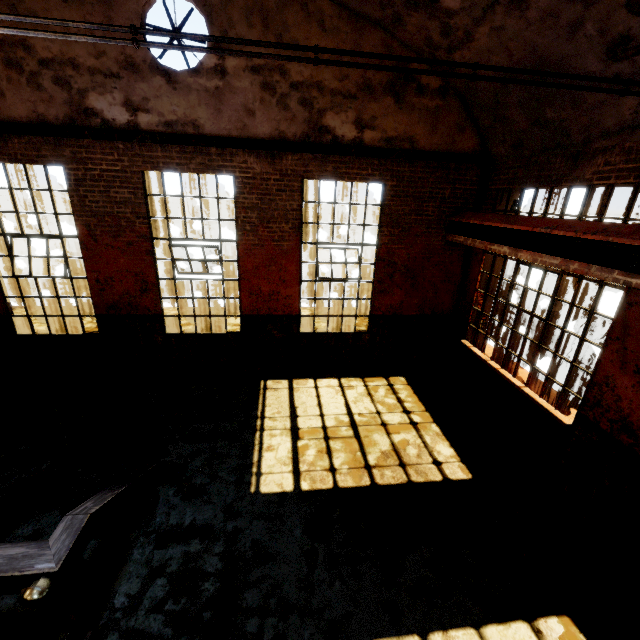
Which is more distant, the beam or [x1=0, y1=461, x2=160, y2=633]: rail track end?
the beam

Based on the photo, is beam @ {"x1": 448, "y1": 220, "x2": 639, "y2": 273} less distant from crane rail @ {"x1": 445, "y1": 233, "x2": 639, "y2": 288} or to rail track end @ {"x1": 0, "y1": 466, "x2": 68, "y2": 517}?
crane rail @ {"x1": 445, "y1": 233, "x2": 639, "y2": 288}

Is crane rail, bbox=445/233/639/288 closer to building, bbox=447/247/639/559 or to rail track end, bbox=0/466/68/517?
building, bbox=447/247/639/559

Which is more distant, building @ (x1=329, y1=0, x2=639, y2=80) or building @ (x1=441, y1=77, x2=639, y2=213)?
building @ (x1=441, y1=77, x2=639, y2=213)

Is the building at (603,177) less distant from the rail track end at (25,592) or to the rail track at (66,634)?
the rail track at (66,634)

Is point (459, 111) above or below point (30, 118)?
above

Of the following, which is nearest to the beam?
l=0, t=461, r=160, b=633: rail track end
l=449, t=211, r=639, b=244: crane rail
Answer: l=449, t=211, r=639, b=244: crane rail
